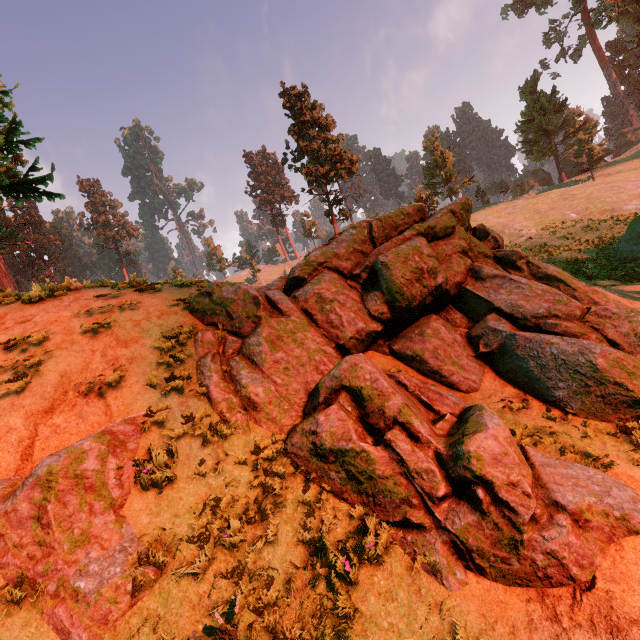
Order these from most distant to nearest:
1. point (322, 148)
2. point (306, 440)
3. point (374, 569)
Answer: point (322, 148)
point (306, 440)
point (374, 569)

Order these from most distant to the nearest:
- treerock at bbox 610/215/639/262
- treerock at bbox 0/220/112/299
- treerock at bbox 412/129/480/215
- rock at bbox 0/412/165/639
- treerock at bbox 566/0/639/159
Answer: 1. treerock at bbox 412/129/480/215
2. treerock at bbox 566/0/639/159
3. treerock at bbox 610/215/639/262
4. treerock at bbox 0/220/112/299
5. rock at bbox 0/412/165/639

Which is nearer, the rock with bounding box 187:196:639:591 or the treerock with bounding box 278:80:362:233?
the rock with bounding box 187:196:639:591

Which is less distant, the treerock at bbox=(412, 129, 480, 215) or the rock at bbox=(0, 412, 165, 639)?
the rock at bbox=(0, 412, 165, 639)

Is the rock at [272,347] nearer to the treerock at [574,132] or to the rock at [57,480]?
the rock at [57,480]

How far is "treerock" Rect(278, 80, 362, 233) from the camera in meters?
35.7

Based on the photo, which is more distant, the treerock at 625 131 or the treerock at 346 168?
the treerock at 625 131
